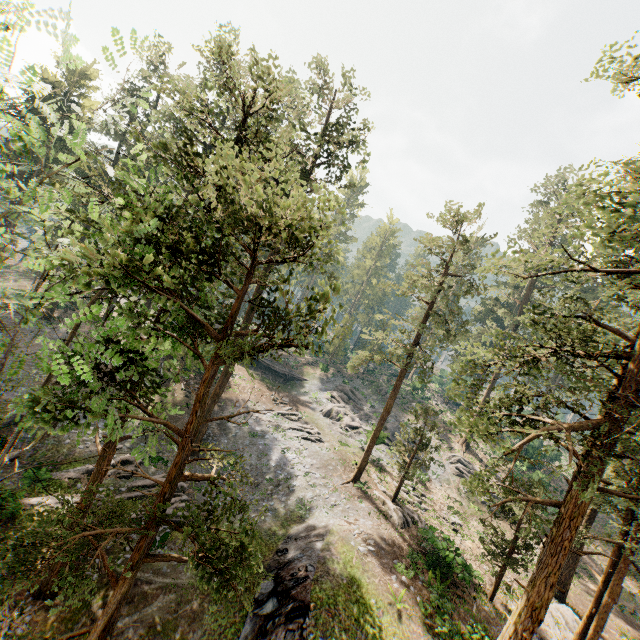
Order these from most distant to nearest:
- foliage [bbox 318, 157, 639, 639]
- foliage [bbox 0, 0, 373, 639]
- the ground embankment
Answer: the ground embankment, foliage [bbox 318, 157, 639, 639], foliage [bbox 0, 0, 373, 639]

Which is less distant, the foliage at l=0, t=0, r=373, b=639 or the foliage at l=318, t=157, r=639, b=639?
the foliage at l=0, t=0, r=373, b=639

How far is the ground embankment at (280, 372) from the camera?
45.90m

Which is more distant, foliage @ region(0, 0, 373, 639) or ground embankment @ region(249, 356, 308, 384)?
ground embankment @ region(249, 356, 308, 384)

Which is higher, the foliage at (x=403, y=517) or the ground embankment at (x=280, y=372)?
the foliage at (x=403, y=517)

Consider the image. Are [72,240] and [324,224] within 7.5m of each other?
yes

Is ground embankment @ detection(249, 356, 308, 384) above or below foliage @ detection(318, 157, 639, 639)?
below

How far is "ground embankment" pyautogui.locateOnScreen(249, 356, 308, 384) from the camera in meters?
45.9 m
